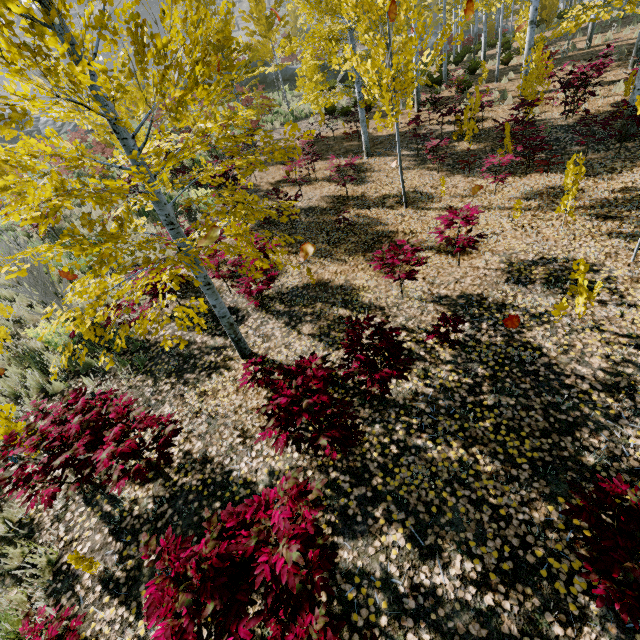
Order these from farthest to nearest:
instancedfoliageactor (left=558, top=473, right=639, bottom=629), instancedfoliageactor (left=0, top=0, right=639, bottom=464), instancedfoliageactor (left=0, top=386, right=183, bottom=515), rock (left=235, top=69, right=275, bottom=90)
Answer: rock (left=235, top=69, right=275, bottom=90), instancedfoliageactor (left=0, top=386, right=183, bottom=515), instancedfoliageactor (left=0, top=0, right=639, bottom=464), instancedfoliageactor (left=558, top=473, right=639, bottom=629)

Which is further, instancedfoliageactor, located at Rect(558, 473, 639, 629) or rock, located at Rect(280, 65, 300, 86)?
rock, located at Rect(280, 65, 300, 86)

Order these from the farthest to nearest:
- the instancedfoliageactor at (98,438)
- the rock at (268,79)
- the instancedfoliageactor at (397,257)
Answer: the rock at (268,79) → the instancedfoliageactor at (397,257) → the instancedfoliageactor at (98,438)

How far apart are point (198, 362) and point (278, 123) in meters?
16.5 m

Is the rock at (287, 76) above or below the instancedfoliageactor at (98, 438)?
above

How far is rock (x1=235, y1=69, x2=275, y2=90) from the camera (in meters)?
27.53

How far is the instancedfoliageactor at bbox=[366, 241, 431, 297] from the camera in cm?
519
